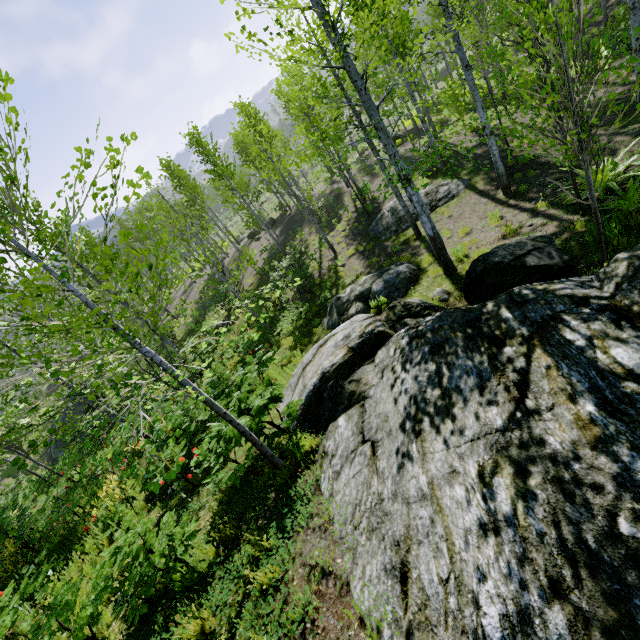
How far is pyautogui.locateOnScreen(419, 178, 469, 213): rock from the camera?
13.6m

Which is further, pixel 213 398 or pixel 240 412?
pixel 213 398

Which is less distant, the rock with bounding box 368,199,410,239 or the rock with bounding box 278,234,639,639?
the rock with bounding box 278,234,639,639

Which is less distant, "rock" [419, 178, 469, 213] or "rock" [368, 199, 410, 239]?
"rock" [419, 178, 469, 213]

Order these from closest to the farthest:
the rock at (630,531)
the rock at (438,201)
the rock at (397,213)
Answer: the rock at (630,531) → the rock at (438,201) → the rock at (397,213)

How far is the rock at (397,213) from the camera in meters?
14.1 m

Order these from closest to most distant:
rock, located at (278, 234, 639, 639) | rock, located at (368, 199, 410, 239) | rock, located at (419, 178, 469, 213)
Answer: rock, located at (278, 234, 639, 639) < rock, located at (419, 178, 469, 213) < rock, located at (368, 199, 410, 239)
